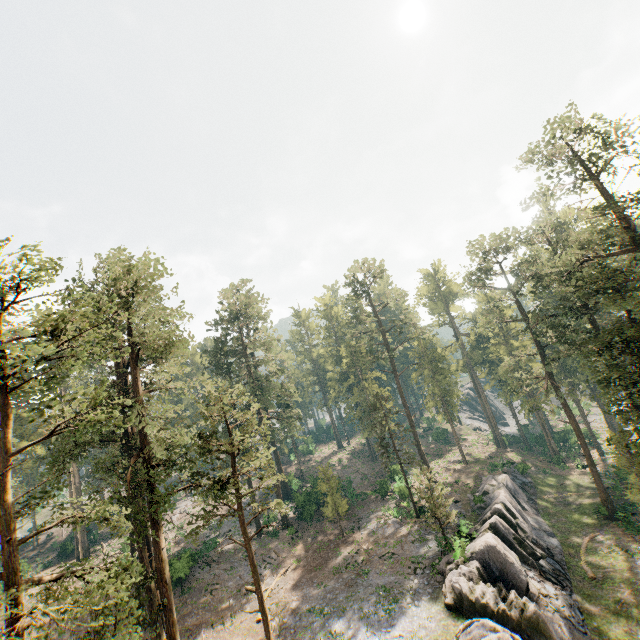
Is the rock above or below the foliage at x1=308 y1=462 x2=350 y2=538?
below

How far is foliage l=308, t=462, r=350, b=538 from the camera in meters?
35.3 m

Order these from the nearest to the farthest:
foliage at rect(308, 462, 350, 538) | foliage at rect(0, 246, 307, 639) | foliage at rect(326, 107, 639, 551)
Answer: foliage at rect(0, 246, 307, 639), foliage at rect(326, 107, 639, 551), foliage at rect(308, 462, 350, 538)

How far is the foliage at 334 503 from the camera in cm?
3528

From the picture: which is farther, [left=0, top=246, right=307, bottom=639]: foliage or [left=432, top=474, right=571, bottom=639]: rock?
[left=432, top=474, right=571, bottom=639]: rock

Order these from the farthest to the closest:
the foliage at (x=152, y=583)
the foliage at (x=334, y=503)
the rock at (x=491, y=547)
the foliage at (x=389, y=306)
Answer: the foliage at (x=334, y=503) → the foliage at (x=389, y=306) → the rock at (x=491, y=547) → the foliage at (x=152, y=583)

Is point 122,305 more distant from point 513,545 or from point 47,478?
point 513,545
